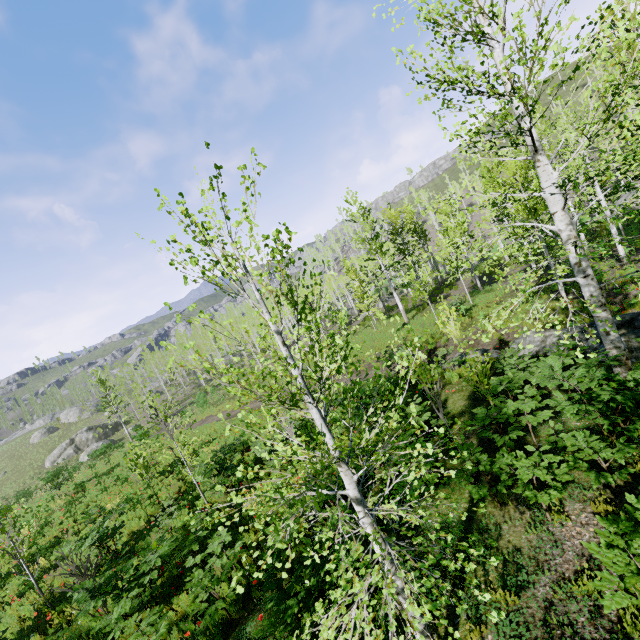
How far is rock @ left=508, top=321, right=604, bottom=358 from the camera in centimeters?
925cm

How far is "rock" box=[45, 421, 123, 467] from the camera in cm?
4391

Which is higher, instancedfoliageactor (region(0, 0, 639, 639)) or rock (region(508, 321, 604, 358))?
instancedfoliageactor (region(0, 0, 639, 639))

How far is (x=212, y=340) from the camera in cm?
5131

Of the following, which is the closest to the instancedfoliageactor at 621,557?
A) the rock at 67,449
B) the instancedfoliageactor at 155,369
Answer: the instancedfoliageactor at 155,369

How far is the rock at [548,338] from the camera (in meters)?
9.25

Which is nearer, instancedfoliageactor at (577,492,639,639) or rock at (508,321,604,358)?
instancedfoliageactor at (577,492,639,639)

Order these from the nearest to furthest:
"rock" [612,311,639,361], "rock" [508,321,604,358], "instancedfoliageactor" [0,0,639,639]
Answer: "instancedfoliageactor" [0,0,639,639]
"rock" [612,311,639,361]
"rock" [508,321,604,358]
